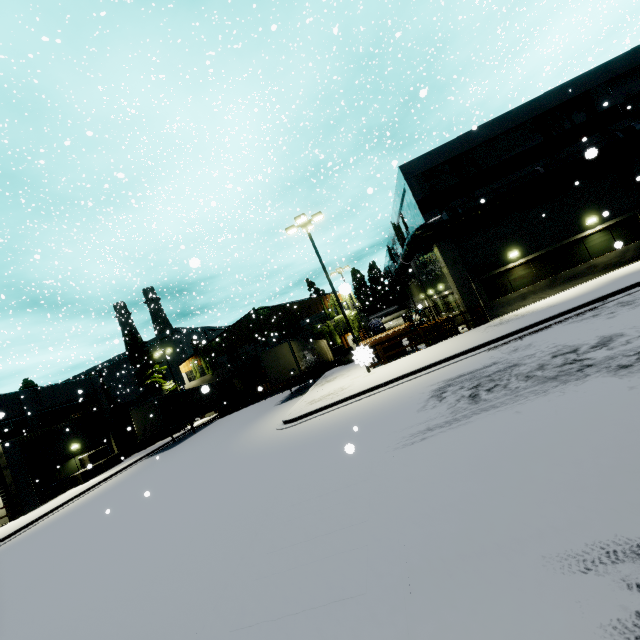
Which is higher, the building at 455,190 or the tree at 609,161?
the building at 455,190

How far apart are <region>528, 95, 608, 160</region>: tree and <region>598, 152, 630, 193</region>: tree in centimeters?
65cm

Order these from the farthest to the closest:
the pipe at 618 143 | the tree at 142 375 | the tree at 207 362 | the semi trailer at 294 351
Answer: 1. the tree at 207 362
2. the tree at 142 375
3. the semi trailer at 294 351
4. the pipe at 618 143

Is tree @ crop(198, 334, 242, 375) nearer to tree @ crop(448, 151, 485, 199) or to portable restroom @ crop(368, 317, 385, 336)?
portable restroom @ crop(368, 317, 385, 336)

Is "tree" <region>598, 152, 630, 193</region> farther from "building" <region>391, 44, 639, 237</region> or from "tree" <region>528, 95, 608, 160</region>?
"tree" <region>528, 95, 608, 160</region>

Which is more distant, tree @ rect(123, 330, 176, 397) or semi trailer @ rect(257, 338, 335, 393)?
tree @ rect(123, 330, 176, 397)

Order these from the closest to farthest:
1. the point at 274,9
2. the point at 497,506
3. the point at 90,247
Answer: the point at 497,506 → the point at 274,9 → the point at 90,247

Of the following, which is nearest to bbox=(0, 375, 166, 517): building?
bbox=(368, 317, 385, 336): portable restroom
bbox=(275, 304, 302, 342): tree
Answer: bbox=(275, 304, 302, 342): tree
